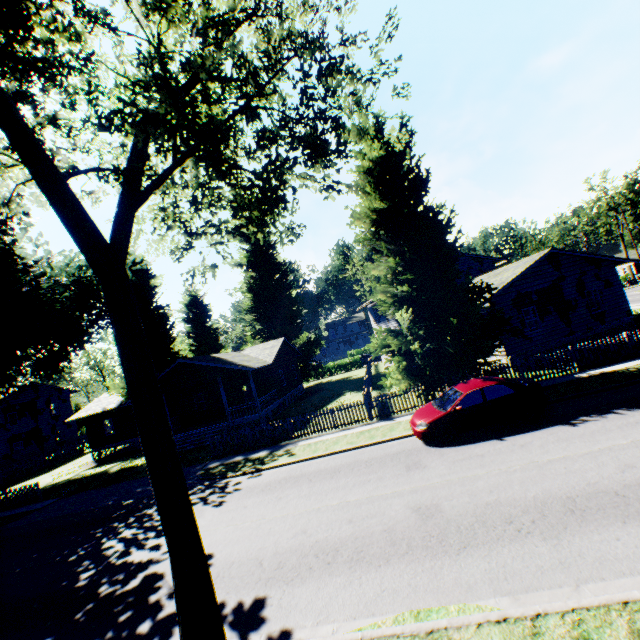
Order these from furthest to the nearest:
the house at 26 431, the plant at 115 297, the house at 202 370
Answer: the house at 26 431, the house at 202 370, the plant at 115 297

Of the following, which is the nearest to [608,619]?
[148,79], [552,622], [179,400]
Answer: [552,622]

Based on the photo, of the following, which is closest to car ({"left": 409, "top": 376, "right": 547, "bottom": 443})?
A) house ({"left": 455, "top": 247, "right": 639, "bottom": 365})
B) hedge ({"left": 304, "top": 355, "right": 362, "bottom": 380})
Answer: house ({"left": 455, "top": 247, "right": 639, "bottom": 365})

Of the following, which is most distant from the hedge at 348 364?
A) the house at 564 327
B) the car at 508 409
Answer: the car at 508 409

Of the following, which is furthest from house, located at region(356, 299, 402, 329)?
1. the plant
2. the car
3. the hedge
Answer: the hedge

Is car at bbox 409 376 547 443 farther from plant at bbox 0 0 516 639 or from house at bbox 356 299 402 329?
house at bbox 356 299 402 329

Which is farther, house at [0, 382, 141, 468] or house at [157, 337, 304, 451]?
house at [0, 382, 141, 468]
